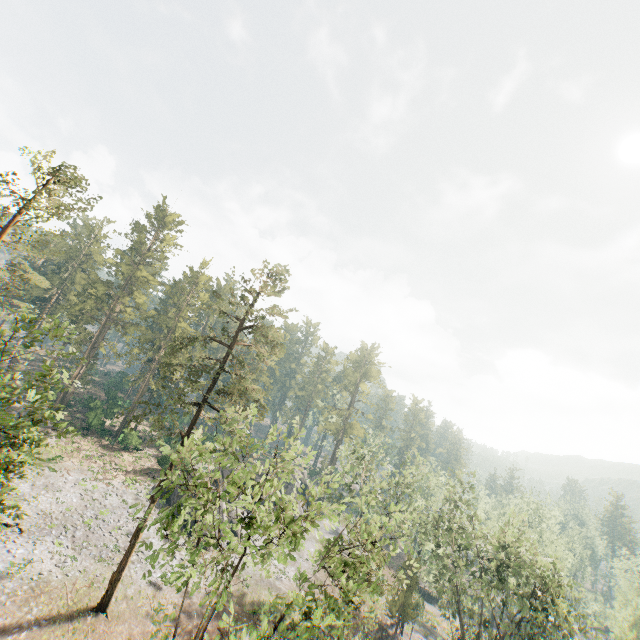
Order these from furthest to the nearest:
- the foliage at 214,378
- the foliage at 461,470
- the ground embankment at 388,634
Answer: the ground embankment at 388,634, the foliage at 461,470, the foliage at 214,378

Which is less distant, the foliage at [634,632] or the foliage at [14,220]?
the foliage at [634,632]

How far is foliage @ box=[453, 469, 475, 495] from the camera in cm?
3322

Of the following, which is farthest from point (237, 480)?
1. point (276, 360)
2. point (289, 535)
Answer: point (276, 360)

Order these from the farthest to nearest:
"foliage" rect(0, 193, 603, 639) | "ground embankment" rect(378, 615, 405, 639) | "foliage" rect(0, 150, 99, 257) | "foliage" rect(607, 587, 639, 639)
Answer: "ground embankment" rect(378, 615, 405, 639)
"foliage" rect(0, 150, 99, 257)
"foliage" rect(607, 587, 639, 639)
"foliage" rect(0, 193, 603, 639)

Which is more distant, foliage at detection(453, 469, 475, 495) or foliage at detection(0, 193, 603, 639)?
foliage at detection(453, 469, 475, 495)

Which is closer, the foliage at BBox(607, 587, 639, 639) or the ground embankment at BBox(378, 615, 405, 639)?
the foliage at BBox(607, 587, 639, 639)

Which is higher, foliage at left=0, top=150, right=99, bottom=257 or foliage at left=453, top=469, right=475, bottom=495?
foliage at left=0, top=150, right=99, bottom=257
